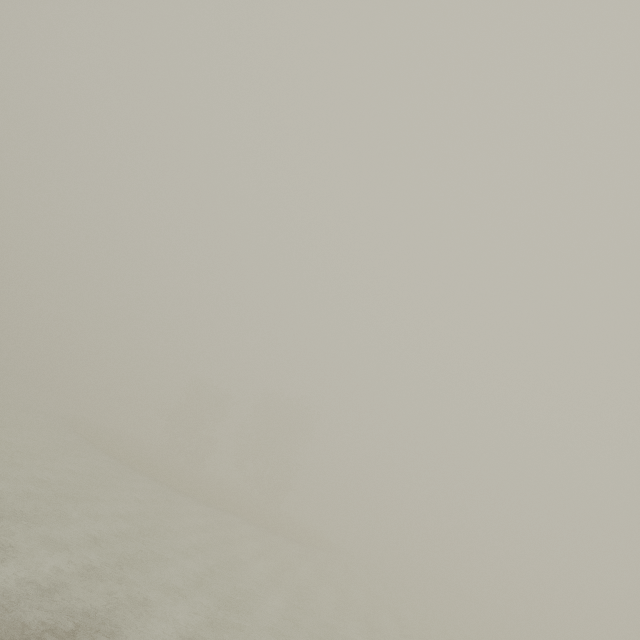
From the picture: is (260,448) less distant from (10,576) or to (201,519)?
(201,519)
